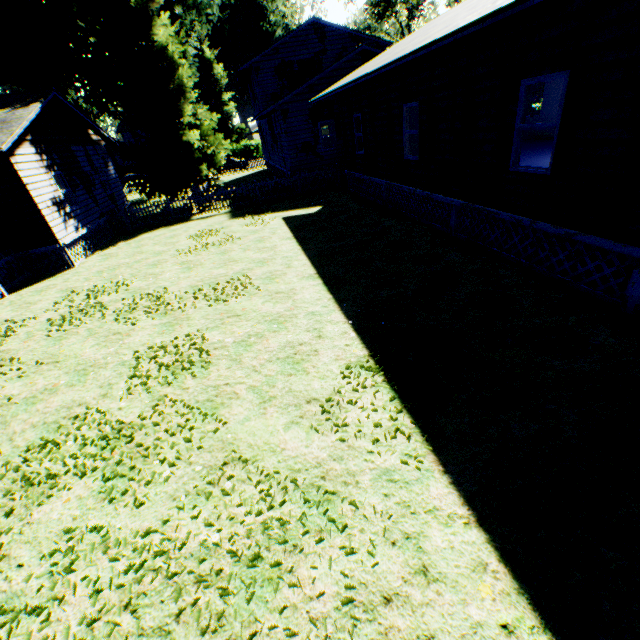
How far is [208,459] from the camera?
4.2m

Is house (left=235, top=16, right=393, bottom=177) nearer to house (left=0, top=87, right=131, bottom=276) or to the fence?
the fence

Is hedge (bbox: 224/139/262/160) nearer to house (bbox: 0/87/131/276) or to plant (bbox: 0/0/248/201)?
plant (bbox: 0/0/248/201)

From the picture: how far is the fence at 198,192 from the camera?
17.97m

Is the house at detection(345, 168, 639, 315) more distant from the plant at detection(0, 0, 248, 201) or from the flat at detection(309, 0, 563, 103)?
the plant at detection(0, 0, 248, 201)

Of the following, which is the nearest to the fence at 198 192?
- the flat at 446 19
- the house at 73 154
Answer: the house at 73 154

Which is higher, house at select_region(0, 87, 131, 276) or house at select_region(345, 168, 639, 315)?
house at select_region(0, 87, 131, 276)

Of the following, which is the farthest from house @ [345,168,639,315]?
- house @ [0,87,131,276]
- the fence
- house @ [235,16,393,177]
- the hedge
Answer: the hedge
